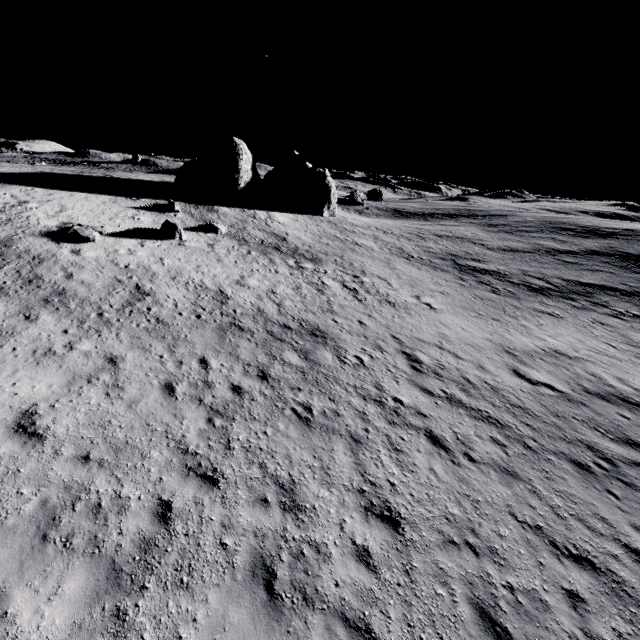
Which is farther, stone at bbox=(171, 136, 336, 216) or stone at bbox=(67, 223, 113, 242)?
stone at bbox=(171, 136, 336, 216)

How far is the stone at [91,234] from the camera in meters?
18.0

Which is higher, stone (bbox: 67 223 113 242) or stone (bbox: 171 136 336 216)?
stone (bbox: 171 136 336 216)

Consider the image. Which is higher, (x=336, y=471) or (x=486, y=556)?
(x=336, y=471)

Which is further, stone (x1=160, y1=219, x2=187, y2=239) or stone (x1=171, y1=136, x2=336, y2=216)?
stone (x1=171, y1=136, x2=336, y2=216)

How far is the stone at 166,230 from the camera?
21.9m

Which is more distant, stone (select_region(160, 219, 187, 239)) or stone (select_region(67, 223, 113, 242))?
stone (select_region(160, 219, 187, 239))

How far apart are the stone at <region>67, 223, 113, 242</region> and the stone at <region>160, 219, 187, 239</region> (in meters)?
3.62
